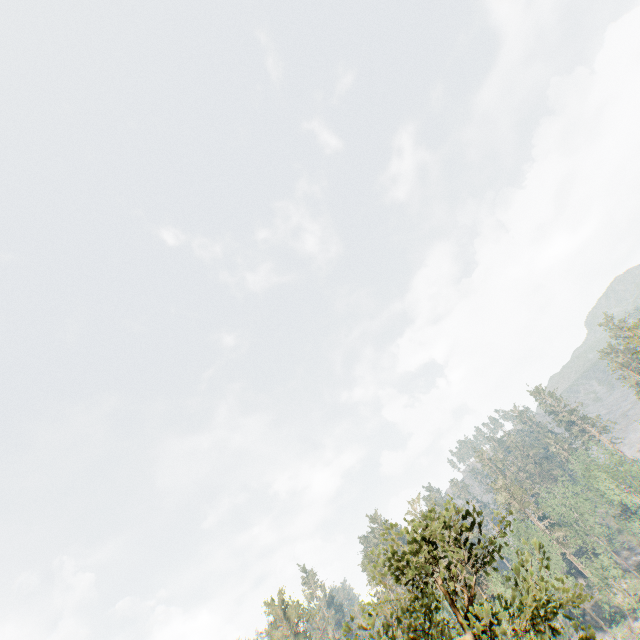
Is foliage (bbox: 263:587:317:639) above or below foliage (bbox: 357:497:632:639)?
above

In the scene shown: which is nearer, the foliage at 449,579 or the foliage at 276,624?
the foliage at 449,579

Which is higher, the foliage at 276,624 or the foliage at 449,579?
the foliage at 276,624

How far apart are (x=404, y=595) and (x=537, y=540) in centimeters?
7153cm

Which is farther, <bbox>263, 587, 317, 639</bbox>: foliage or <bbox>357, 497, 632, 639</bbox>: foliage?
<bbox>263, 587, 317, 639</bbox>: foliage
